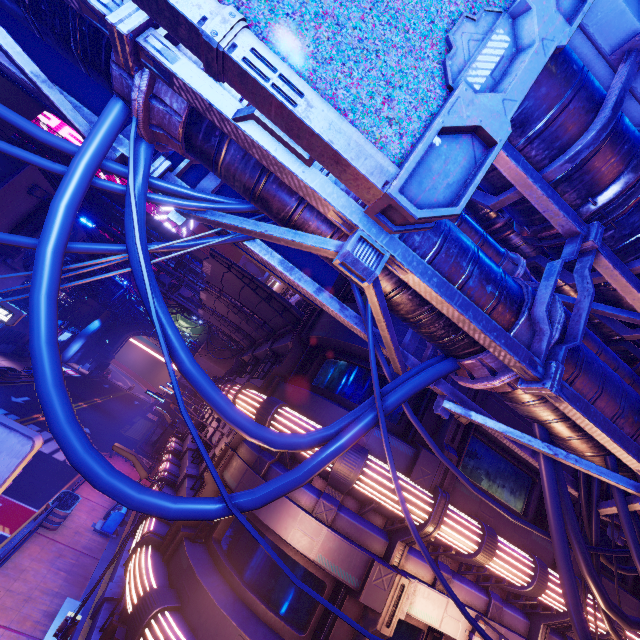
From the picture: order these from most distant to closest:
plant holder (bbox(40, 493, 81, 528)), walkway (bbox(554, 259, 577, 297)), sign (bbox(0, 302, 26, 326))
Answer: sign (bbox(0, 302, 26, 326)) → plant holder (bbox(40, 493, 81, 528)) → walkway (bbox(554, 259, 577, 297))

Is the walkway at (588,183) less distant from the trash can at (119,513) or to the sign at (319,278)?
the sign at (319,278)

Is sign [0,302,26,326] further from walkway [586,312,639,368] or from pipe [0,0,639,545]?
walkway [586,312,639,368]

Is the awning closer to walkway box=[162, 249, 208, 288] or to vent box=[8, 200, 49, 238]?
vent box=[8, 200, 49, 238]

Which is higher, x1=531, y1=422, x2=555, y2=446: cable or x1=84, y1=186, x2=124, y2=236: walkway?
x1=84, y1=186, x2=124, y2=236: walkway

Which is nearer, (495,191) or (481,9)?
(481,9)

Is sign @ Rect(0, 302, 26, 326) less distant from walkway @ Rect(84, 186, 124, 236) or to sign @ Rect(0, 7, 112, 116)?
sign @ Rect(0, 7, 112, 116)

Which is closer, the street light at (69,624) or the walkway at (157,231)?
the street light at (69,624)
